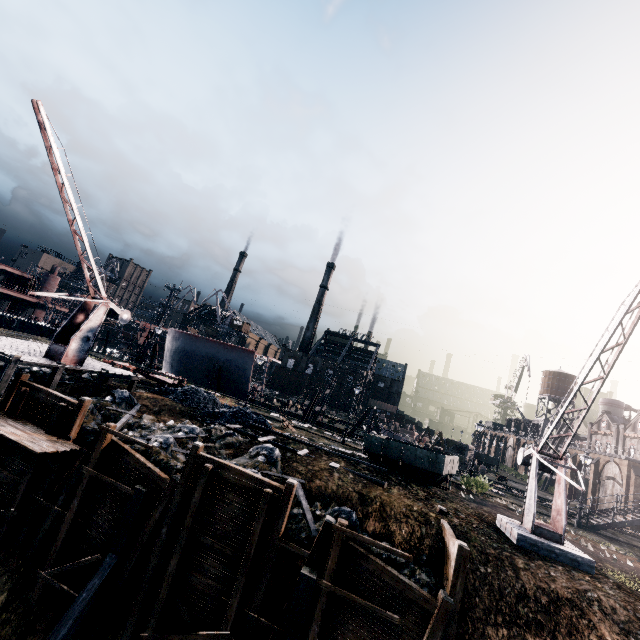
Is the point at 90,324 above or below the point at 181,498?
above

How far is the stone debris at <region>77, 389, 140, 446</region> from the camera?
16.9 meters

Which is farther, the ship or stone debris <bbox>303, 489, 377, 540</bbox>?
the ship

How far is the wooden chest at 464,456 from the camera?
46.3m

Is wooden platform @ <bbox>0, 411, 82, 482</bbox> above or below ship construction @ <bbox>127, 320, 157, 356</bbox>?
below

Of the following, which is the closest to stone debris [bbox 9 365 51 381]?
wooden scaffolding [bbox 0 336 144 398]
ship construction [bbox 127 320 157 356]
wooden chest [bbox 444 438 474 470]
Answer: wooden scaffolding [bbox 0 336 144 398]

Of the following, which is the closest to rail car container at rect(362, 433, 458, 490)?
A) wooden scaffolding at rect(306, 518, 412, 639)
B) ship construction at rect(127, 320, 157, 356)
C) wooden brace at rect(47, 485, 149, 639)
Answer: wooden scaffolding at rect(306, 518, 412, 639)

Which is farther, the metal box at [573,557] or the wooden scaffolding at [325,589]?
the metal box at [573,557]
